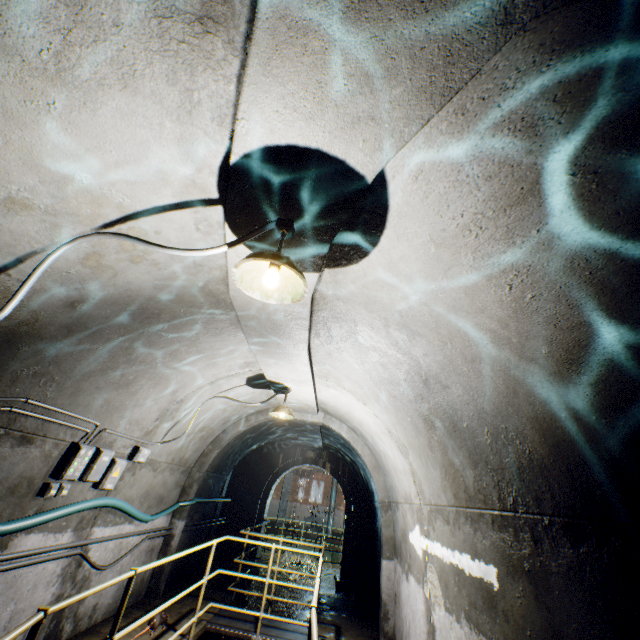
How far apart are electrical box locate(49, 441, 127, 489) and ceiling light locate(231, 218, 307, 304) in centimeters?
353cm

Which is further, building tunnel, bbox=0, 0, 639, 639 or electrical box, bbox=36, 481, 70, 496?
electrical box, bbox=36, 481, 70, 496

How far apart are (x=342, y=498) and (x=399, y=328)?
27.0 meters

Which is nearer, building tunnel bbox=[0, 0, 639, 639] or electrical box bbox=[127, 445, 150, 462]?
building tunnel bbox=[0, 0, 639, 639]

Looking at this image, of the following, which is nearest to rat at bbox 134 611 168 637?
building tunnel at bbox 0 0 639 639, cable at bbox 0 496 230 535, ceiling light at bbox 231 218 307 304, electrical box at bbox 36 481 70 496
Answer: building tunnel at bbox 0 0 639 639

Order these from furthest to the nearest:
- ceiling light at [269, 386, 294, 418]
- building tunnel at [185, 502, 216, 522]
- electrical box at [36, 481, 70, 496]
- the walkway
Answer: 1. building tunnel at [185, 502, 216, 522]
2. ceiling light at [269, 386, 294, 418]
3. electrical box at [36, 481, 70, 496]
4. the walkway

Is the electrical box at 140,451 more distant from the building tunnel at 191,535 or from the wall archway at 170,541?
the wall archway at 170,541

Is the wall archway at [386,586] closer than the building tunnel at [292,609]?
Yes
